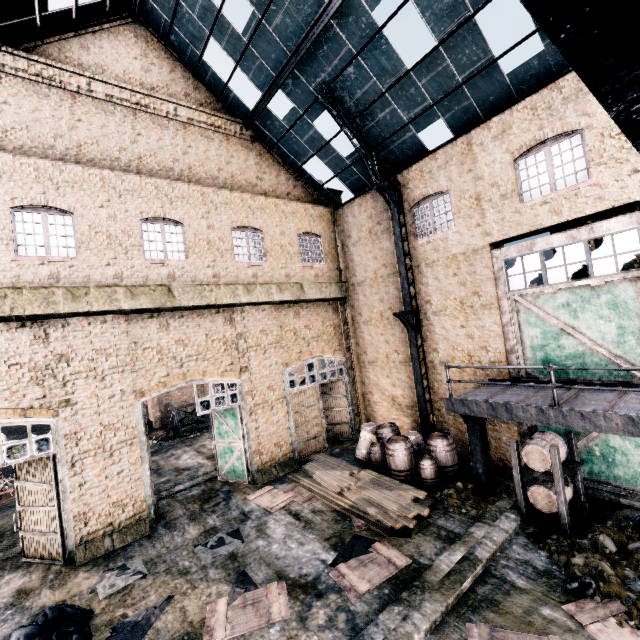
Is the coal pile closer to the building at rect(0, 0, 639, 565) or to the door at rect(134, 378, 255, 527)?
the door at rect(134, 378, 255, 527)

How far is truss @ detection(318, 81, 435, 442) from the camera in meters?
13.7 m

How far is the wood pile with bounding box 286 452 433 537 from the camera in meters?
10.0

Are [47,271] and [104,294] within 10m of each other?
yes

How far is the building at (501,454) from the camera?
12.3 meters

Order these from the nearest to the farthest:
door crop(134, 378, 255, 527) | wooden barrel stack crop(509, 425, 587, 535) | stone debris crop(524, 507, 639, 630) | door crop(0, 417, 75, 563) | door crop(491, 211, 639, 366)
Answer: stone debris crop(524, 507, 639, 630) < wooden barrel stack crop(509, 425, 587, 535) < door crop(491, 211, 639, 366) < door crop(0, 417, 75, 563) < door crop(134, 378, 255, 527)

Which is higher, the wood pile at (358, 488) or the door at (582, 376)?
the door at (582, 376)

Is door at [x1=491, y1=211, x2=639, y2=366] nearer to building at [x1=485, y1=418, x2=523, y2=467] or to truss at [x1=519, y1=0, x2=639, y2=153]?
truss at [x1=519, y1=0, x2=639, y2=153]
